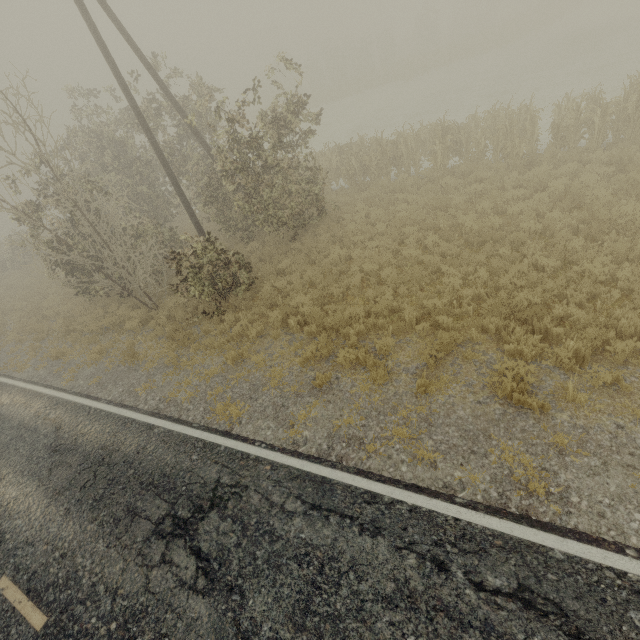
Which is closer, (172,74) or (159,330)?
(159,330)
